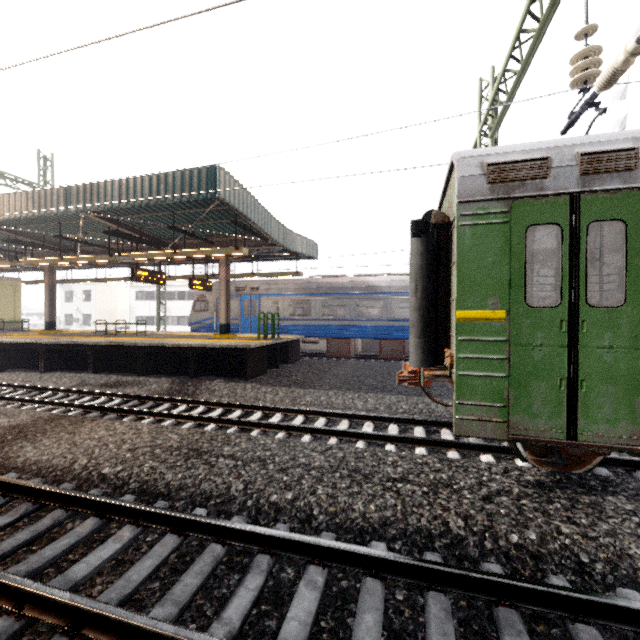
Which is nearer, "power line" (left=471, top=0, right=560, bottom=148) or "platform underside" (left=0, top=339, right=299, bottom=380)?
"power line" (left=471, top=0, right=560, bottom=148)

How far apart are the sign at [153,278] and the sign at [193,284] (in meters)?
1.68

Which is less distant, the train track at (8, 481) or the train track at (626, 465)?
the train track at (8, 481)

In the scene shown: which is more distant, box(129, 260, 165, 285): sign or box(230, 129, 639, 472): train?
box(129, 260, 165, 285): sign

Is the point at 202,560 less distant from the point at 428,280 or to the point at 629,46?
the point at 428,280

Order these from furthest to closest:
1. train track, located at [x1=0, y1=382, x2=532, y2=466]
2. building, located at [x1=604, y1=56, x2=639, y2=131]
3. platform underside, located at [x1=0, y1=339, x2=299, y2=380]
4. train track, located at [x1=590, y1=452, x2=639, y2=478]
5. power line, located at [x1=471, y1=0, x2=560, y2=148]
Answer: building, located at [x1=604, y1=56, x2=639, y2=131]
platform underside, located at [x1=0, y1=339, x2=299, y2=380]
power line, located at [x1=471, y1=0, x2=560, y2=148]
train track, located at [x1=0, y1=382, x2=532, y2=466]
train track, located at [x1=590, y1=452, x2=639, y2=478]

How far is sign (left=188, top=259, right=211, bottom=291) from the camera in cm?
1476

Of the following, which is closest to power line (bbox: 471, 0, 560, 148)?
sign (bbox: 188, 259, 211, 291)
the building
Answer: sign (bbox: 188, 259, 211, 291)
